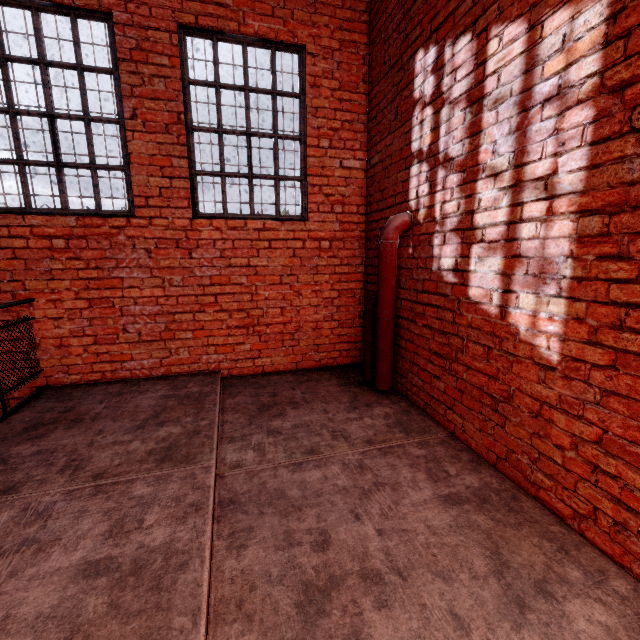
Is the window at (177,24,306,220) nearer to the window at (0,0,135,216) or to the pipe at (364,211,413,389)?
the window at (0,0,135,216)

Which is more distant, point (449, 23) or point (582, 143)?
point (449, 23)

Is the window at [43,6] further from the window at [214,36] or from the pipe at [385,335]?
the pipe at [385,335]

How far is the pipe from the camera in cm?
323

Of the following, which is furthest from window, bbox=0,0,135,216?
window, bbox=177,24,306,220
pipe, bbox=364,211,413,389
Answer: pipe, bbox=364,211,413,389

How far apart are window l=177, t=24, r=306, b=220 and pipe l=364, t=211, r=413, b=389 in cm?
129

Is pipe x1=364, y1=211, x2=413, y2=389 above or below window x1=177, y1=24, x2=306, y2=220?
below
